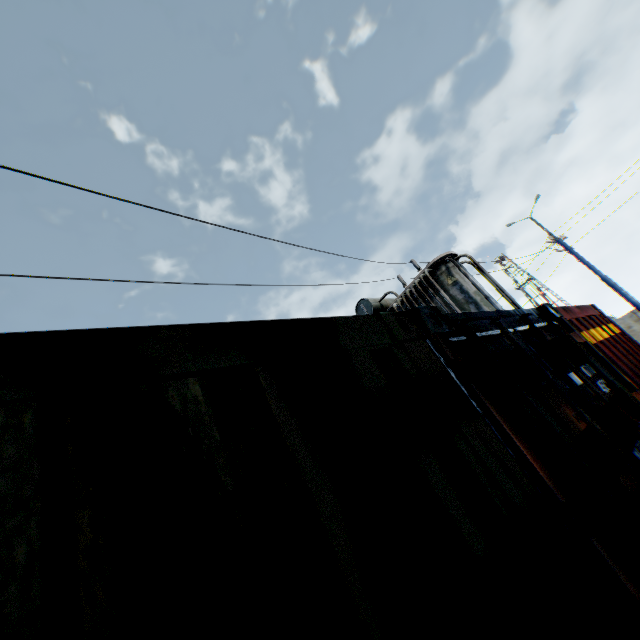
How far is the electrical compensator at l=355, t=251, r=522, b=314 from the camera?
8.43m

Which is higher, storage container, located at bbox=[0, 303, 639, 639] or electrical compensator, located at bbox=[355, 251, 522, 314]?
electrical compensator, located at bbox=[355, 251, 522, 314]

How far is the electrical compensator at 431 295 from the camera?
8.4m

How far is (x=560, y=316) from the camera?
3.3 meters

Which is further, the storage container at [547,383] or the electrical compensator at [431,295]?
the electrical compensator at [431,295]

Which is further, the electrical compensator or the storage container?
the electrical compensator
